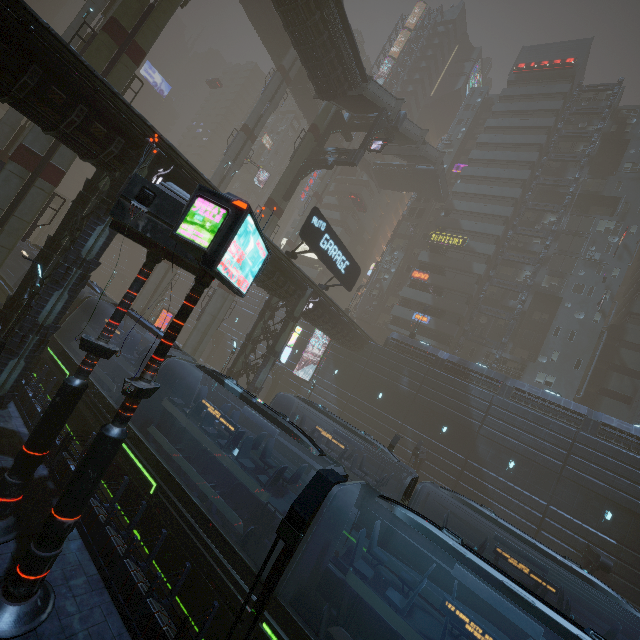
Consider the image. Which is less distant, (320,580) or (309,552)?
(309,552)

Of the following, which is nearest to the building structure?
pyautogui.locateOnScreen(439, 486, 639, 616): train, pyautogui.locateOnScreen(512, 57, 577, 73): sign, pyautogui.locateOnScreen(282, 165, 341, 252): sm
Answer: pyautogui.locateOnScreen(282, 165, 341, 252): sm

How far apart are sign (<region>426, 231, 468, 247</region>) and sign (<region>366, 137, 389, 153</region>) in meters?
20.0 m

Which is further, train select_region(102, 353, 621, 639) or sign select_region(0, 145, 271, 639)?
train select_region(102, 353, 621, 639)

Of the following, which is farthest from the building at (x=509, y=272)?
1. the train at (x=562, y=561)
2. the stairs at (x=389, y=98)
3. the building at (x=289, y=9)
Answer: the building at (x=289, y=9)

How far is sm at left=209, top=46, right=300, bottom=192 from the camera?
37.7 meters

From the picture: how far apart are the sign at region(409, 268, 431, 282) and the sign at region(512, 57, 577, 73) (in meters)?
35.36

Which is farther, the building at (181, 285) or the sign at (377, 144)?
the building at (181, 285)
